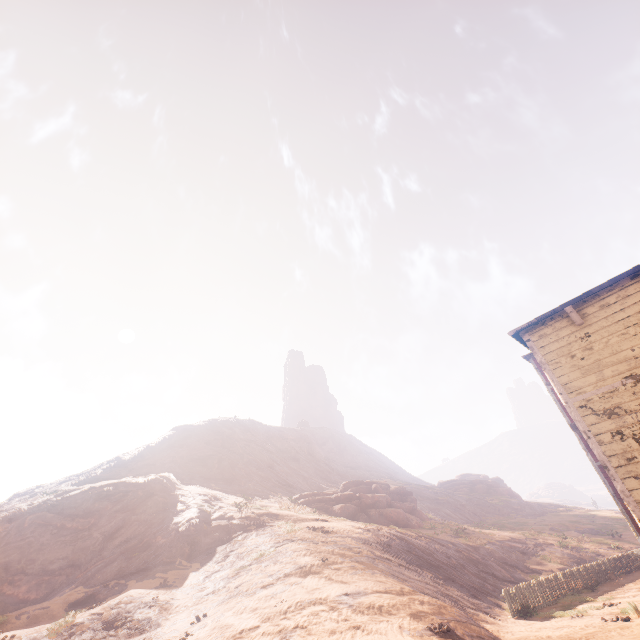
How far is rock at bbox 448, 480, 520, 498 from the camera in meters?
57.4 m

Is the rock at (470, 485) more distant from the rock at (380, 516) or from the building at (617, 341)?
the building at (617, 341)

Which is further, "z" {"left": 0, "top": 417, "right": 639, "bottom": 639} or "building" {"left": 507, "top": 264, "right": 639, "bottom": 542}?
"z" {"left": 0, "top": 417, "right": 639, "bottom": 639}

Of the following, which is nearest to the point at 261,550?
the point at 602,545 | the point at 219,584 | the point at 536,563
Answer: the point at 219,584

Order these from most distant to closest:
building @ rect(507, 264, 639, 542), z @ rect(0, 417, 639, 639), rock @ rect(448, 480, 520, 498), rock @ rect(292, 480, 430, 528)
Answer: rock @ rect(448, 480, 520, 498) → rock @ rect(292, 480, 430, 528) → z @ rect(0, 417, 639, 639) → building @ rect(507, 264, 639, 542)

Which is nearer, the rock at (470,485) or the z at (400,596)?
the z at (400,596)

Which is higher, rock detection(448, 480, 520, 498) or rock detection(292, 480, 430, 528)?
rock detection(448, 480, 520, 498)

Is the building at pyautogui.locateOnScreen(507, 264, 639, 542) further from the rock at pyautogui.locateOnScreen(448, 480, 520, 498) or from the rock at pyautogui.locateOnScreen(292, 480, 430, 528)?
the rock at pyautogui.locateOnScreen(448, 480, 520, 498)
